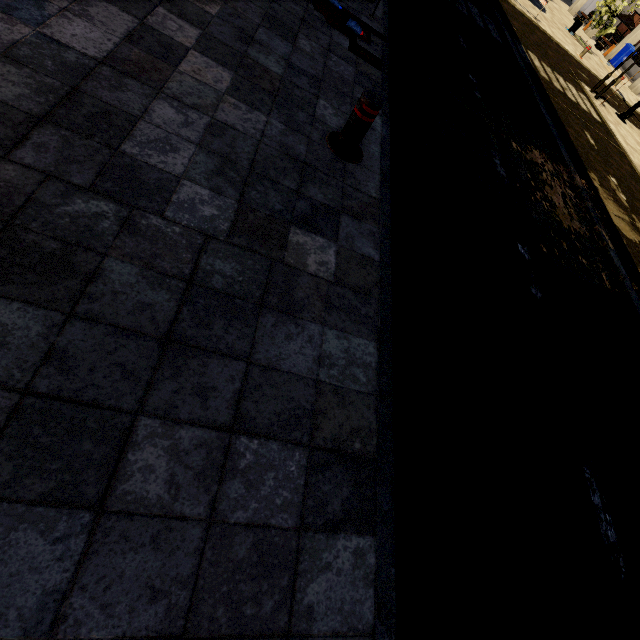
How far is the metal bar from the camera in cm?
302

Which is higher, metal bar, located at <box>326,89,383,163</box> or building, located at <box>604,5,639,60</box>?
building, located at <box>604,5,639,60</box>

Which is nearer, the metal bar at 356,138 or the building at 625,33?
the metal bar at 356,138

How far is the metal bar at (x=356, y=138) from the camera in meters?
3.0 m

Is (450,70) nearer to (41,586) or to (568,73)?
(41,586)

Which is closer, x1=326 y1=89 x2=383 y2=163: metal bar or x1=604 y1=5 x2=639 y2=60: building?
x1=326 y1=89 x2=383 y2=163: metal bar
